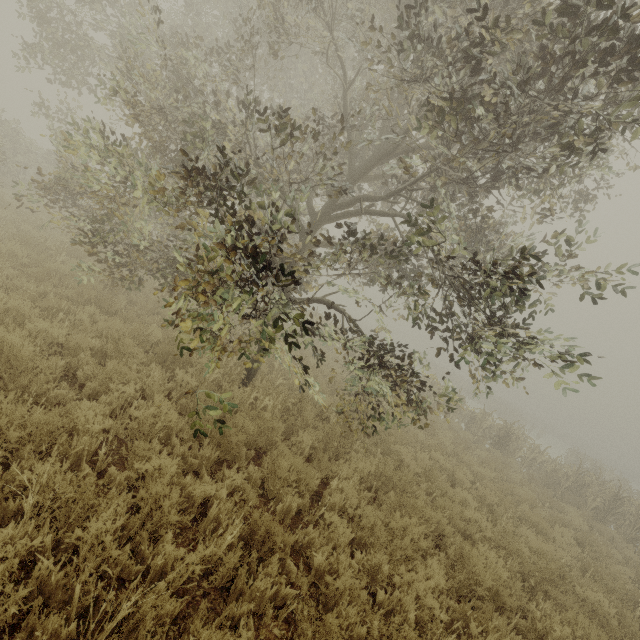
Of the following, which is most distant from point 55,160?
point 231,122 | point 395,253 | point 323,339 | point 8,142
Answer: point 395,253
